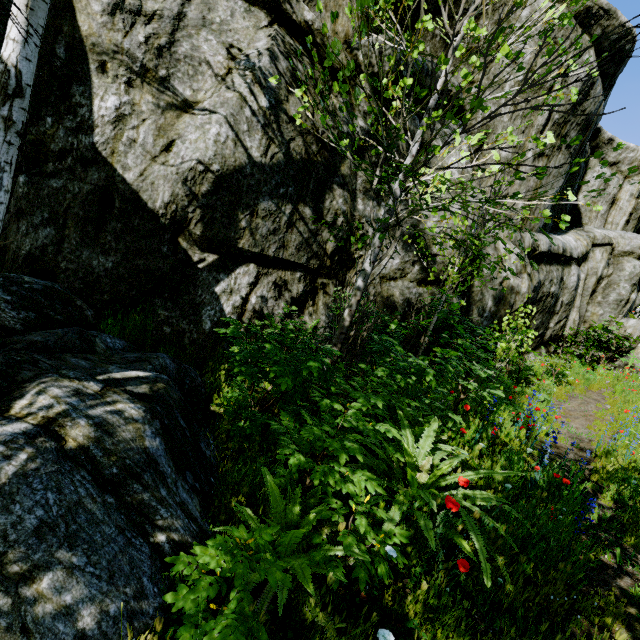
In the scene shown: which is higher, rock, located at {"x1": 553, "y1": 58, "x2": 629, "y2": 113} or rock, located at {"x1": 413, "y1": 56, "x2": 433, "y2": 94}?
rock, located at {"x1": 553, "y1": 58, "x2": 629, "y2": 113}

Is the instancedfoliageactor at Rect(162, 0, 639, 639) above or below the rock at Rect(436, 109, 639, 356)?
below

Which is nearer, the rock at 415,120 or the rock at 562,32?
the rock at 415,120

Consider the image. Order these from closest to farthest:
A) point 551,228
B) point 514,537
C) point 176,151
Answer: point 514,537 → point 176,151 → point 551,228

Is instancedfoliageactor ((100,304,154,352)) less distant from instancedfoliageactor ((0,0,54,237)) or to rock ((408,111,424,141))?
rock ((408,111,424,141))

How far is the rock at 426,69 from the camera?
6.1 meters

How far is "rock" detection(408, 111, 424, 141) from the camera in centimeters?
616cm
